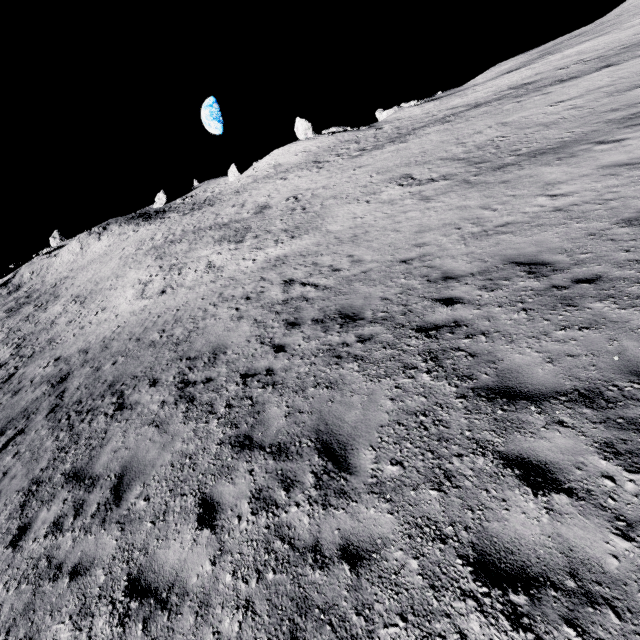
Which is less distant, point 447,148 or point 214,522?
point 214,522
